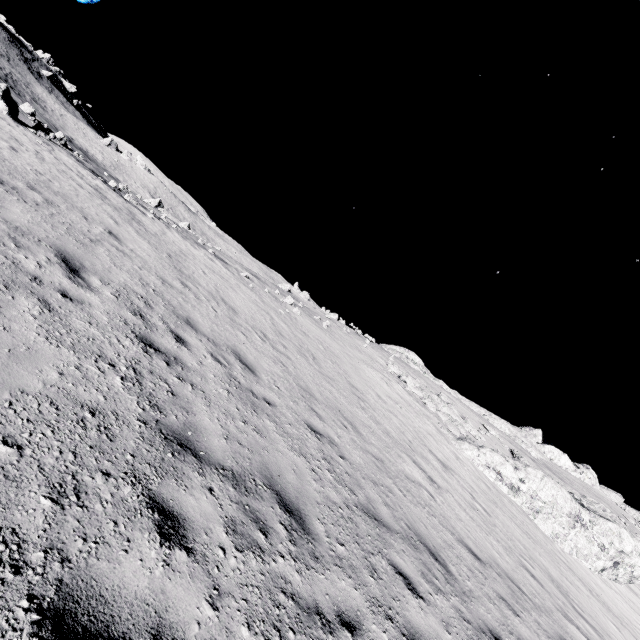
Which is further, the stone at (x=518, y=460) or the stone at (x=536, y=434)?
the stone at (x=536, y=434)

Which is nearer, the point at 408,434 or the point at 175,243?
the point at 408,434

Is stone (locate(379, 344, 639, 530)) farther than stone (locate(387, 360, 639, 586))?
Yes

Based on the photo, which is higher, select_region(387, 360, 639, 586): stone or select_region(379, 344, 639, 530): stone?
select_region(379, 344, 639, 530): stone

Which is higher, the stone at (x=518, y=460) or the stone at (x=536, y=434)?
the stone at (x=536, y=434)
